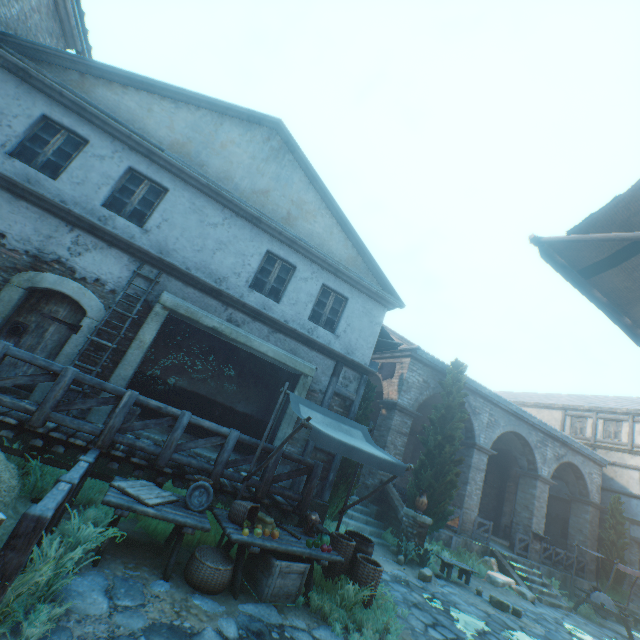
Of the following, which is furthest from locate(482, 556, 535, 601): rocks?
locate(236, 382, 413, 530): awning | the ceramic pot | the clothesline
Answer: locate(236, 382, 413, 530): awning

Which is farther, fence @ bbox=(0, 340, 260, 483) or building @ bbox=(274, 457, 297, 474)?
building @ bbox=(274, 457, 297, 474)

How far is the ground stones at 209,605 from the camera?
4.08m

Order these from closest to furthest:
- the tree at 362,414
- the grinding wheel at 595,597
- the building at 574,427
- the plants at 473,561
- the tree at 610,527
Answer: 1. the tree at 362,414
2. the plants at 473,561
3. the grinding wheel at 595,597
4. the tree at 610,527
5. the building at 574,427

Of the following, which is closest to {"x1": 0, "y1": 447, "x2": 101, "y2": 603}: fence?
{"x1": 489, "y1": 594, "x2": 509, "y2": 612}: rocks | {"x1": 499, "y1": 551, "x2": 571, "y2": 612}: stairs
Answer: {"x1": 489, "y1": 594, "x2": 509, "y2": 612}: rocks

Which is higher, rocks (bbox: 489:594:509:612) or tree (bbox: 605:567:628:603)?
tree (bbox: 605:567:628:603)

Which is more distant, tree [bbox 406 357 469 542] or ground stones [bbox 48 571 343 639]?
tree [bbox 406 357 469 542]

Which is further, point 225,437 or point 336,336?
point 336,336
